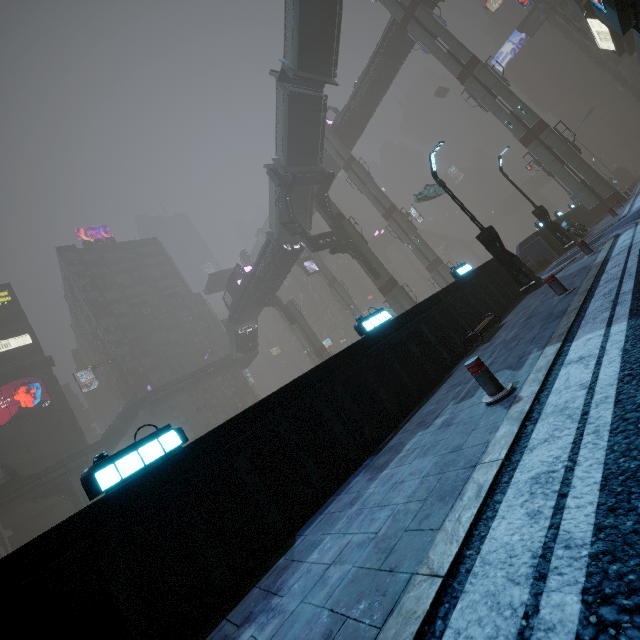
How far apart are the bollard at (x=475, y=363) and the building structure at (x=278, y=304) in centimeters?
4057cm

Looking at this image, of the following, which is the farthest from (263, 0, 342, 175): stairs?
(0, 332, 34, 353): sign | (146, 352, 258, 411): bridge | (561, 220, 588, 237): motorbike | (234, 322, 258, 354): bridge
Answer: (0, 332, 34, 353): sign

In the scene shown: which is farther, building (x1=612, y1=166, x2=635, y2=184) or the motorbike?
building (x1=612, y1=166, x2=635, y2=184)

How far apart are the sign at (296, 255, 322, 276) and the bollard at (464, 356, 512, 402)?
46.7m

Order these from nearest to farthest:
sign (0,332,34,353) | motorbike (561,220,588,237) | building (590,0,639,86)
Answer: building (590,0,639,86), motorbike (561,220,588,237), sign (0,332,34,353)

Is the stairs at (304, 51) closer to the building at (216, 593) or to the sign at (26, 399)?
the building at (216, 593)

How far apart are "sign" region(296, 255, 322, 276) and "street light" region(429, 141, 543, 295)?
37.4 meters

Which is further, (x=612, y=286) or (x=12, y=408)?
(x=12, y=408)
